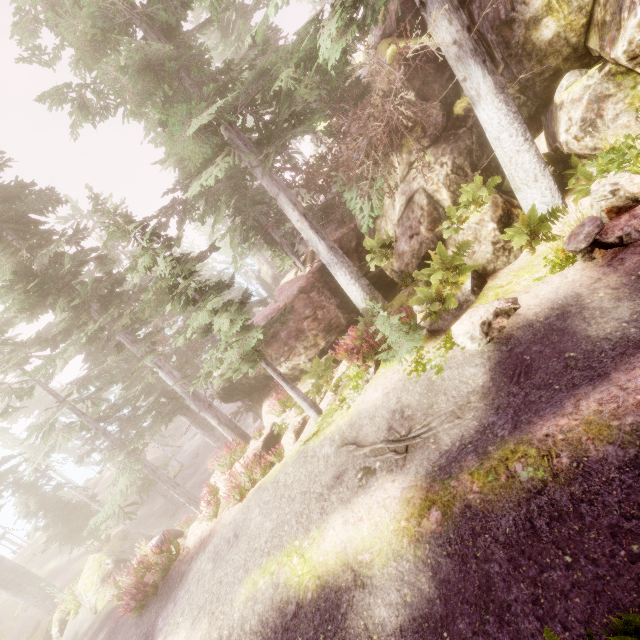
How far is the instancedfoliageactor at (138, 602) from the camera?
11.4m

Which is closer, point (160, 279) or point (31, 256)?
point (160, 279)

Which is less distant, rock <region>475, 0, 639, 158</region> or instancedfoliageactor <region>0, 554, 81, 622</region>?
rock <region>475, 0, 639, 158</region>

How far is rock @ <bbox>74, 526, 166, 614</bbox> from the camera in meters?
16.6 m

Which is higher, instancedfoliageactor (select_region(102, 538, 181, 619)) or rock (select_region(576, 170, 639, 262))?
rock (select_region(576, 170, 639, 262))

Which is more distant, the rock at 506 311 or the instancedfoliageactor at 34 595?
the instancedfoliageactor at 34 595

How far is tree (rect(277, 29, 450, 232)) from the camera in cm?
883
